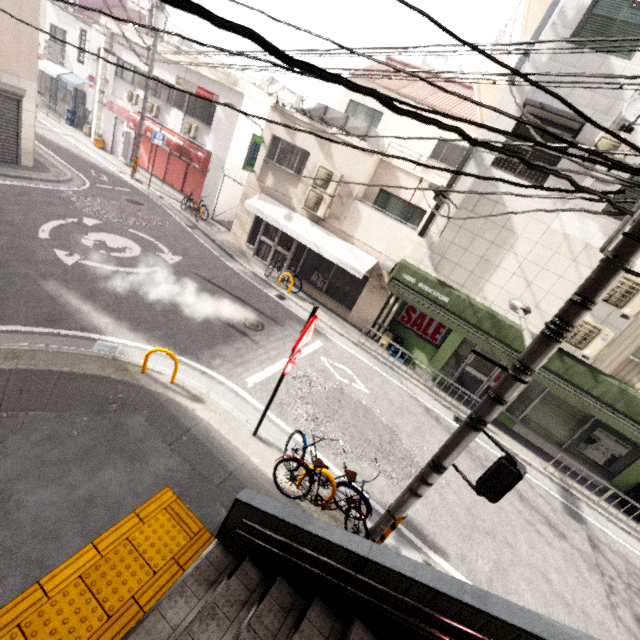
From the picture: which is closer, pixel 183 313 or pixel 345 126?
pixel 183 313

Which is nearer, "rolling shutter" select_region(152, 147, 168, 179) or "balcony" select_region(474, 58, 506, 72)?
"balcony" select_region(474, 58, 506, 72)

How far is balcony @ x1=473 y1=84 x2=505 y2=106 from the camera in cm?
969

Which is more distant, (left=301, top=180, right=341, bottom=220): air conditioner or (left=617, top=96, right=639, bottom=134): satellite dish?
(left=301, top=180, right=341, bottom=220): air conditioner

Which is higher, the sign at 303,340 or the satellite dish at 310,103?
the satellite dish at 310,103

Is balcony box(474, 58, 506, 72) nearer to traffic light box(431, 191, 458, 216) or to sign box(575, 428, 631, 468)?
traffic light box(431, 191, 458, 216)

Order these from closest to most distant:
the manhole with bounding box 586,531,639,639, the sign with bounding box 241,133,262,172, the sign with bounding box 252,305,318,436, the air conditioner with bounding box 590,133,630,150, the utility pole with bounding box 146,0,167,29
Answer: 1. the sign with bounding box 252,305,318,436
2. the manhole with bounding box 586,531,639,639
3. the air conditioner with bounding box 590,133,630,150
4. the sign with bounding box 241,133,262,172
5. the utility pole with bounding box 146,0,167,29

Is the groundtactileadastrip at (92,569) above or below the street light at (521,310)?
below
